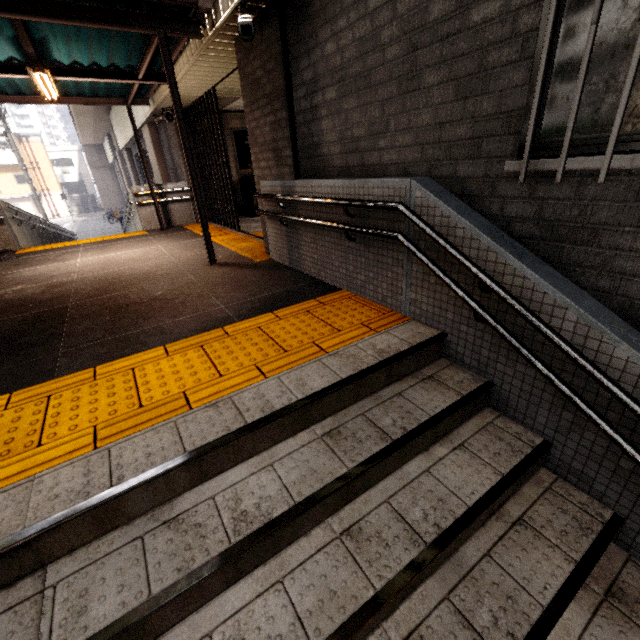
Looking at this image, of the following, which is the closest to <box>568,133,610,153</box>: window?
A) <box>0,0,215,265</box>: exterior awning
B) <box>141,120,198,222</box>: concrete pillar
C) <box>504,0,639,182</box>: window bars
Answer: <box>504,0,639,182</box>: window bars

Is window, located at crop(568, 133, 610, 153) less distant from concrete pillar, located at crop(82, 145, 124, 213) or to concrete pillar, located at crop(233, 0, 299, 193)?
concrete pillar, located at crop(233, 0, 299, 193)

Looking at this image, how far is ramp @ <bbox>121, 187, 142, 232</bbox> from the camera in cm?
930

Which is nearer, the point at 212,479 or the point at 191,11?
the point at 212,479

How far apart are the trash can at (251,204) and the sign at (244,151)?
0.08m

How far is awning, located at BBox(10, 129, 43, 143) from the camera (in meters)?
36.99

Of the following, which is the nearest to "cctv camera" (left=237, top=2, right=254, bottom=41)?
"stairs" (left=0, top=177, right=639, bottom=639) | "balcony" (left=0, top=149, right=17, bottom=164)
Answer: "stairs" (left=0, top=177, right=639, bottom=639)

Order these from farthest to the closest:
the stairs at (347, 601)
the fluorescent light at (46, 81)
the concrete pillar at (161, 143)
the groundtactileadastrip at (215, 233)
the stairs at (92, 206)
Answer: the stairs at (92, 206), the concrete pillar at (161, 143), the groundtactileadastrip at (215, 233), the fluorescent light at (46, 81), the stairs at (347, 601)
